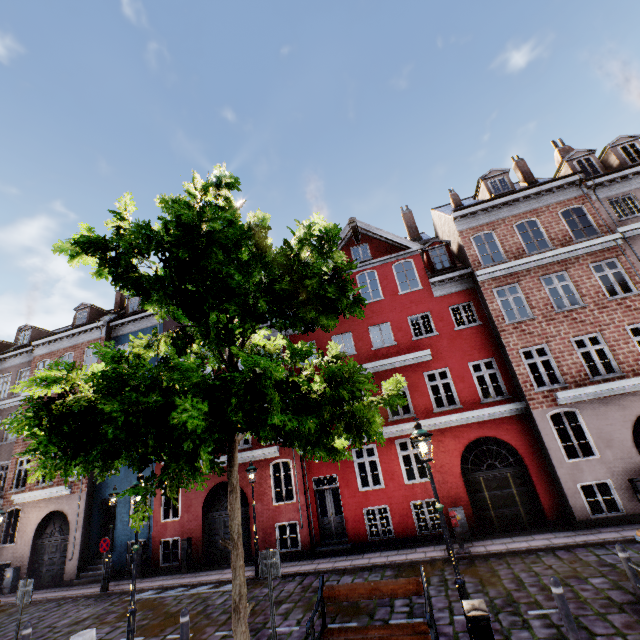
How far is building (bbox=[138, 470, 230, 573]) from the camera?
14.77m

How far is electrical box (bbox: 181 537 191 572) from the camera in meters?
14.2

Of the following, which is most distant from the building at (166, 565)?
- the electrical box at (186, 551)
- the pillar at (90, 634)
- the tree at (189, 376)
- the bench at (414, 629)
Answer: the pillar at (90, 634)

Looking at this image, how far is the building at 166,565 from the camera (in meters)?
14.77

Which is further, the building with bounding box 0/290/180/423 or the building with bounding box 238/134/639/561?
the building with bounding box 0/290/180/423

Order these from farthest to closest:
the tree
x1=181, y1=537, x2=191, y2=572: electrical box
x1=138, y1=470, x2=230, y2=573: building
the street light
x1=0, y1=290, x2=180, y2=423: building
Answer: x1=0, y1=290, x2=180, y2=423: building, x1=138, y1=470, x2=230, y2=573: building, x1=181, y1=537, x2=191, y2=572: electrical box, the street light, the tree

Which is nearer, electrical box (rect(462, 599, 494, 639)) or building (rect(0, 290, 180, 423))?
electrical box (rect(462, 599, 494, 639))

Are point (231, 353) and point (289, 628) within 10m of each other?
yes
